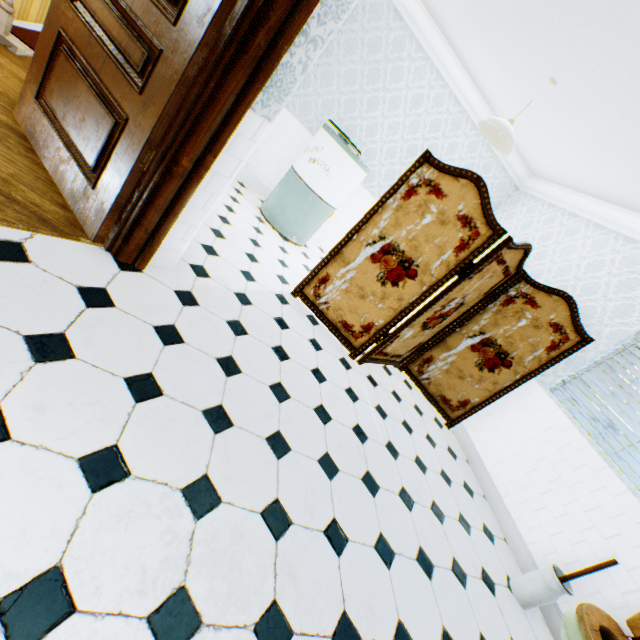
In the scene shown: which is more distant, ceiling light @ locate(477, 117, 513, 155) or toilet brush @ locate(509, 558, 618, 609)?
ceiling light @ locate(477, 117, 513, 155)

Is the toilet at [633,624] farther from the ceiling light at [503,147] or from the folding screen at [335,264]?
the ceiling light at [503,147]

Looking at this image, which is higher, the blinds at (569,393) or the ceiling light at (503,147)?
the ceiling light at (503,147)

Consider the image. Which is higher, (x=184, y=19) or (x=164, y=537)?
(x=184, y=19)

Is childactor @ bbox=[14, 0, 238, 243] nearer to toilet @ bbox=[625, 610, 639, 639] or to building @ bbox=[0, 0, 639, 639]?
building @ bbox=[0, 0, 639, 639]

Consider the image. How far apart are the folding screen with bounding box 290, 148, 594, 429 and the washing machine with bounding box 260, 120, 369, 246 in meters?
1.4

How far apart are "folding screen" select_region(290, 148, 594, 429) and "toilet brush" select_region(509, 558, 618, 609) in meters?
1.6 m

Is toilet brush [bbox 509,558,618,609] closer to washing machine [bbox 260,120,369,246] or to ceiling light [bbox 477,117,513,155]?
ceiling light [bbox 477,117,513,155]
